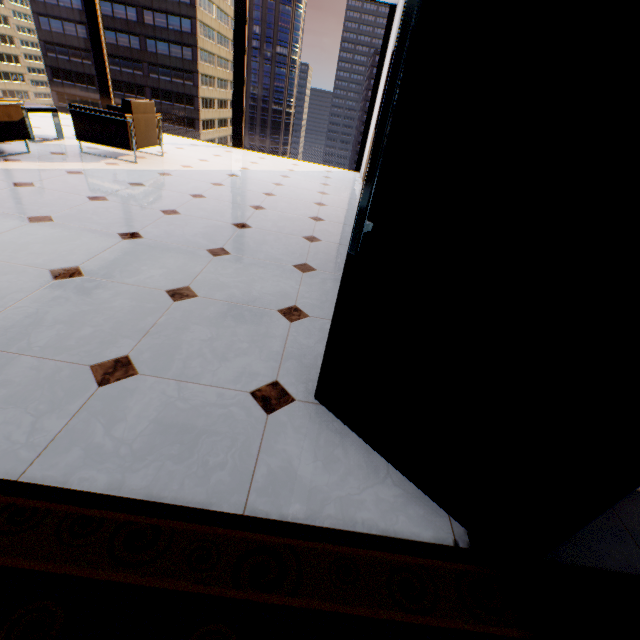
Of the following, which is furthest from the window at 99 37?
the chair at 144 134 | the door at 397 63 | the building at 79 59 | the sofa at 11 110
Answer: the building at 79 59

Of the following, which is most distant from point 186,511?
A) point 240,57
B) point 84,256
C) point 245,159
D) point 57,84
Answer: point 57,84

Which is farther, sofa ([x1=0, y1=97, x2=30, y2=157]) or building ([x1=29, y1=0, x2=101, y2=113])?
building ([x1=29, y1=0, x2=101, y2=113])

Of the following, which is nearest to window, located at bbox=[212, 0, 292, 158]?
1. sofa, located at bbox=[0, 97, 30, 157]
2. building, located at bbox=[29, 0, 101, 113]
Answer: sofa, located at bbox=[0, 97, 30, 157]

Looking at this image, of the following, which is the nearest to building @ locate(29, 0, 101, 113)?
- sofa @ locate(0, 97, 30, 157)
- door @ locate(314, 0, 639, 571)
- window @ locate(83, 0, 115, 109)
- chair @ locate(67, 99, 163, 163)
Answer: window @ locate(83, 0, 115, 109)

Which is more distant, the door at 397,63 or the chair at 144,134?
the chair at 144,134

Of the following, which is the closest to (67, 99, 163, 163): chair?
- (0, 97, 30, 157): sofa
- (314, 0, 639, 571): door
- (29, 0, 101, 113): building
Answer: (0, 97, 30, 157): sofa
